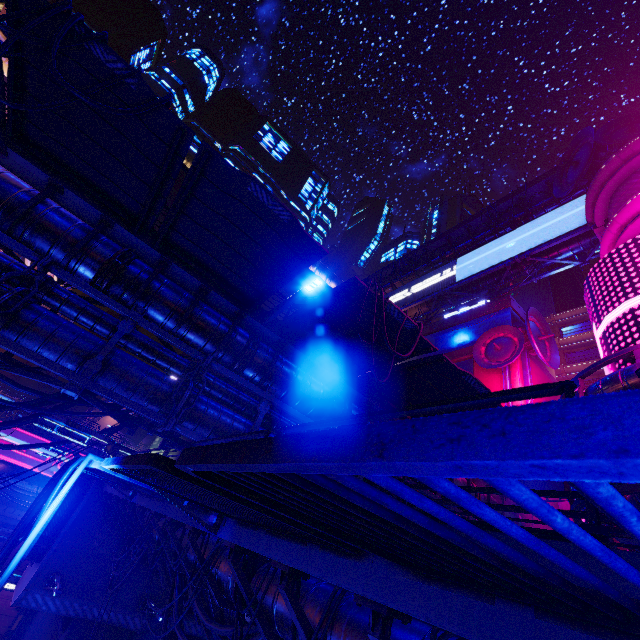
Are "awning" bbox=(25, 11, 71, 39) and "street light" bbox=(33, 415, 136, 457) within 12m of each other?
yes

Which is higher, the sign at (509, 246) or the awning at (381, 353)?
the sign at (509, 246)

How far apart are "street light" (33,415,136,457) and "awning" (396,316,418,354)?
6.22m

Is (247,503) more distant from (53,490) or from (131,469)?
(53,490)

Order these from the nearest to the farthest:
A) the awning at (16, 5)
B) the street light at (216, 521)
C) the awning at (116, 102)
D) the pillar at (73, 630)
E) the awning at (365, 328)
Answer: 1. the street light at (216, 521)
2. the awning at (16, 5)
3. the awning at (116, 102)
4. the awning at (365, 328)
5. the pillar at (73, 630)

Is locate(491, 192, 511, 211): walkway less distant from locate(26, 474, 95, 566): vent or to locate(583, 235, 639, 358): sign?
locate(583, 235, 639, 358): sign

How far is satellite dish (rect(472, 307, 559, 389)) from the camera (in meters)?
24.80
